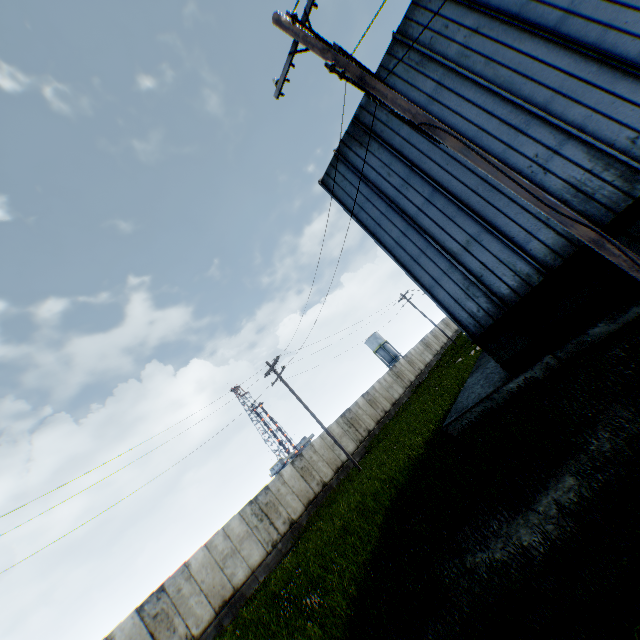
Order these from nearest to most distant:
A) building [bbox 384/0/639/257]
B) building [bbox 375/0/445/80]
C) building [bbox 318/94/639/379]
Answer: building [bbox 384/0/639/257]
building [bbox 318/94/639/379]
building [bbox 375/0/445/80]

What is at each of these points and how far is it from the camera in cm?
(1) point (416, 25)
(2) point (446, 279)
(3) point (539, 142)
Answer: (1) building, 1096
(2) building, 1105
(3) building, 886

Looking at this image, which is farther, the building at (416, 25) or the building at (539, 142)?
the building at (416, 25)

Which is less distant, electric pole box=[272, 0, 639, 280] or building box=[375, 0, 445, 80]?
electric pole box=[272, 0, 639, 280]

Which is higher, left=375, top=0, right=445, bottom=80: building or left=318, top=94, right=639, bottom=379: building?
left=375, top=0, right=445, bottom=80: building
